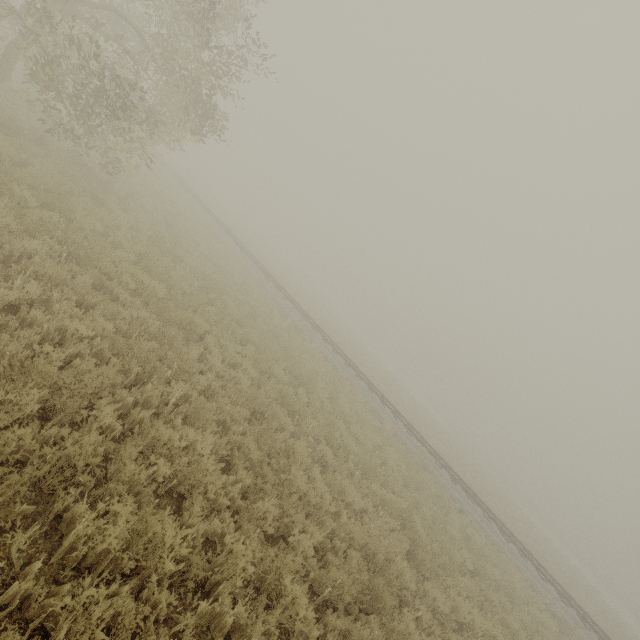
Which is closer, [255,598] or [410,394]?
[255,598]
